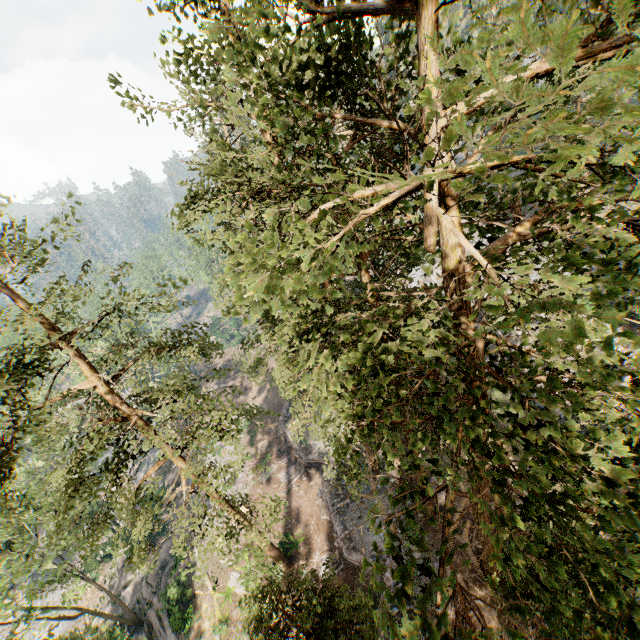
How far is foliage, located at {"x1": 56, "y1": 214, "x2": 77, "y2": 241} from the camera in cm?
1076

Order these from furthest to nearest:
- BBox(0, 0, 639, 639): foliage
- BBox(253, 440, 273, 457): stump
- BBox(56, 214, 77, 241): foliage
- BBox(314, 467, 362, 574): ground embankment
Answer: BBox(253, 440, 273, 457): stump, BBox(314, 467, 362, 574): ground embankment, BBox(56, 214, 77, 241): foliage, BBox(0, 0, 639, 639): foliage

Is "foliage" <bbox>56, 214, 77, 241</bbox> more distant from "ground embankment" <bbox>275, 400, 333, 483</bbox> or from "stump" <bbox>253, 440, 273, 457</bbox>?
"stump" <bbox>253, 440, 273, 457</bbox>

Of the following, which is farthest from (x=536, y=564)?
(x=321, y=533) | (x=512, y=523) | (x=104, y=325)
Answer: (x=104, y=325)

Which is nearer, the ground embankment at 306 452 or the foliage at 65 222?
the foliage at 65 222

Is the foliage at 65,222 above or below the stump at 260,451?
above

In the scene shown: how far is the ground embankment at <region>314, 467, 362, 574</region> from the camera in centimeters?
2338cm

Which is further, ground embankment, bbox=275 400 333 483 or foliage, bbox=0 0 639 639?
ground embankment, bbox=275 400 333 483
